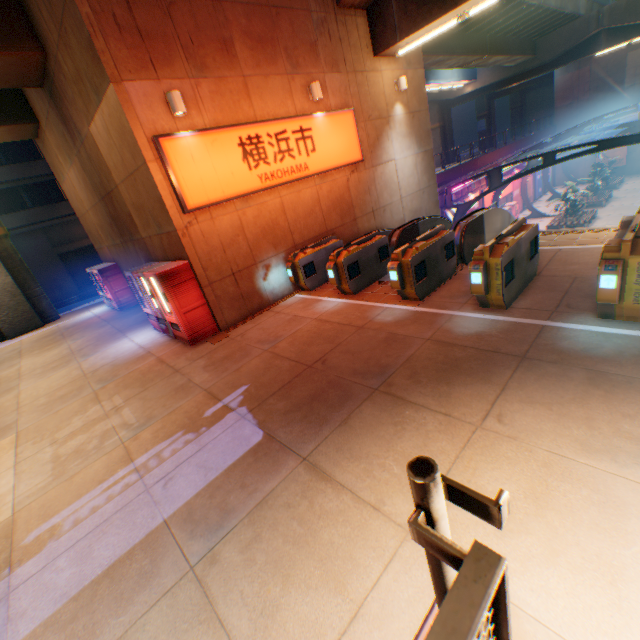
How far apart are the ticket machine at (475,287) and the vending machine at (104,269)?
14.5m

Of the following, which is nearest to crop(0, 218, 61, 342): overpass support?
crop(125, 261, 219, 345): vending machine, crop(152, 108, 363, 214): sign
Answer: crop(152, 108, 363, 214): sign

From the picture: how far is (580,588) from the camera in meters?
2.2 m

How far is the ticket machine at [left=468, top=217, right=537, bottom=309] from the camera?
5.5m

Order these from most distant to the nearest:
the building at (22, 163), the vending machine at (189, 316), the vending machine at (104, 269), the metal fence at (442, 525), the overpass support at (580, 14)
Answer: the building at (22, 163) → the vending machine at (104, 269) → the overpass support at (580, 14) → the vending machine at (189, 316) → the metal fence at (442, 525)

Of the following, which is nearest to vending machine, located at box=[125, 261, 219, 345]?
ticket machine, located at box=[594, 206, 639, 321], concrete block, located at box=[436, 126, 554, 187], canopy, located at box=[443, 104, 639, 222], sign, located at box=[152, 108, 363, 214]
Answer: sign, located at box=[152, 108, 363, 214]

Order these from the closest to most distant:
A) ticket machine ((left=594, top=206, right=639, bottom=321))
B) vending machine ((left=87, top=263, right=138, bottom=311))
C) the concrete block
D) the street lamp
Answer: ticket machine ((left=594, top=206, right=639, bottom=321)) < the street lamp < vending machine ((left=87, top=263, right=138, bottom=311)) < the concrete block

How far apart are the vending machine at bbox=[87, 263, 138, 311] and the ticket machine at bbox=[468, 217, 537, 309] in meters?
14.5
